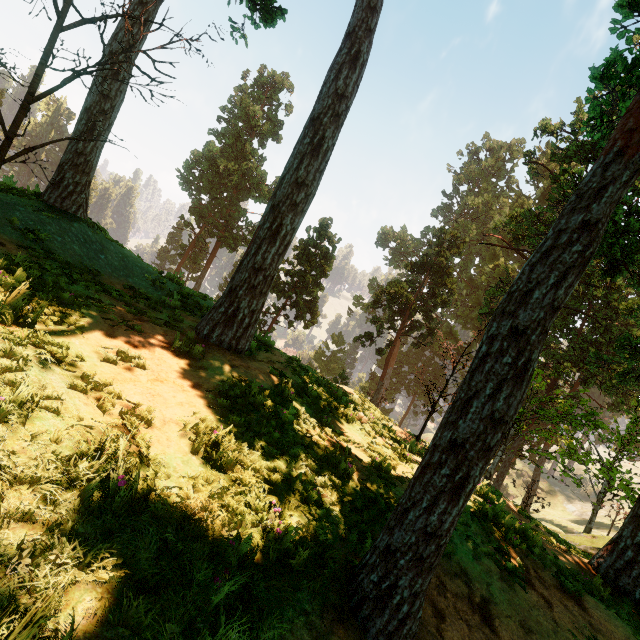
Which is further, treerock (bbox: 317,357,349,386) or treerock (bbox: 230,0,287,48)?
treerock (bbox: 317,357,349,386)

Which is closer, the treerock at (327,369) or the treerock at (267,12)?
the treerock at (267,12)

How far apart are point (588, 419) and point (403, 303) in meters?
16.7

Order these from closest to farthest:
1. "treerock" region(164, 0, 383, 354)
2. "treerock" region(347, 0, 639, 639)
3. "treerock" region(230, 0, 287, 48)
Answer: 1. "treerock" region(347, 0, 639, 639)
2. "treerock" region(164, 0, 383, 354)
3. "treerock" region(230, 0, 287, 48)

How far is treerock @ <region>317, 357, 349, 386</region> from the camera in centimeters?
3319cm

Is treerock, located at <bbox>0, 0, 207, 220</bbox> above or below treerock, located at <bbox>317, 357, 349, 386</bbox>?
above

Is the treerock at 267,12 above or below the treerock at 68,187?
above
